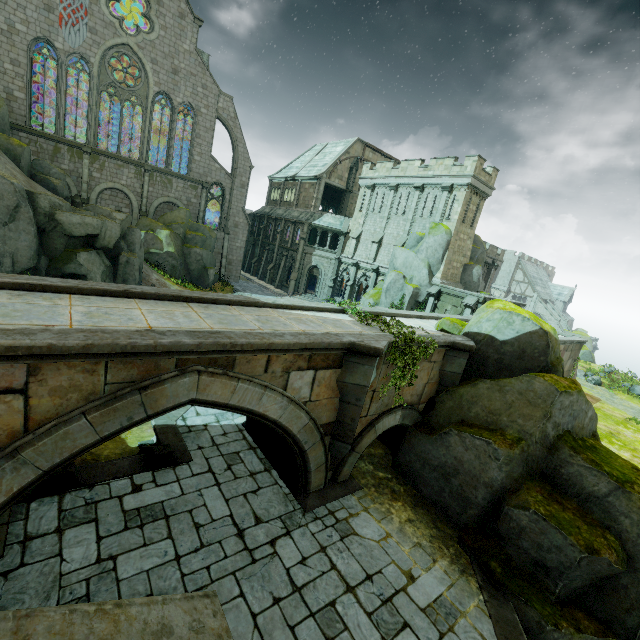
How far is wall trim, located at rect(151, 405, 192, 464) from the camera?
9.94m

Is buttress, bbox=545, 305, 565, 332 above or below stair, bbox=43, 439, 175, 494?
above

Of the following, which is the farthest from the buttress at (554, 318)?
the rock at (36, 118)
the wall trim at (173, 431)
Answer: the rock at (36, 118)

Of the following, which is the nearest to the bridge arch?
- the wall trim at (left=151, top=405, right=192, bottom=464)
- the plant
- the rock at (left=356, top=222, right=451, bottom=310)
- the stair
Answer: the rock at (left=356, top=222, right=451, bottom=310)

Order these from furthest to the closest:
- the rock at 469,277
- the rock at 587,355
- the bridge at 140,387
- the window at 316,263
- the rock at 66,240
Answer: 1. the window at 316,263
2. the rock at 587,355
3. the rock at 469,277
4. the rock at 66,240
5. the bridge at 140,387

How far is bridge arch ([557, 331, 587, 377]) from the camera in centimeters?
2068cm

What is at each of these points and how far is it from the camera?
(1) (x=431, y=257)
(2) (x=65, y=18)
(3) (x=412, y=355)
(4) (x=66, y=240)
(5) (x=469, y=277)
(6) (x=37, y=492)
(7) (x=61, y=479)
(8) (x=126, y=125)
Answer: (1) rock, 28.6m
(2) flag, 25.8m
(3) plant, 9.5m
(4) rock, 19.3m
(5) rock, 30.6m
(6) wall trim, 7.7m
(7) stair, 7.9m
(8) building, 58.2m

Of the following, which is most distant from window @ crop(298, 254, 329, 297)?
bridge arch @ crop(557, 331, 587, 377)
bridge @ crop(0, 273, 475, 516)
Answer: bridge @ crop(0, 273, 475, 516)
